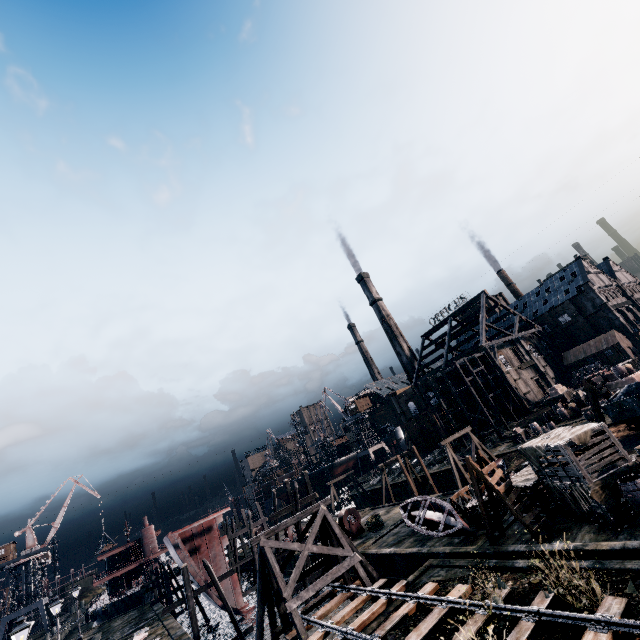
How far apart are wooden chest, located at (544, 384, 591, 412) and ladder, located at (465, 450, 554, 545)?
32.2m

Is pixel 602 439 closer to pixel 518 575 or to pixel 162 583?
pixel 518 575

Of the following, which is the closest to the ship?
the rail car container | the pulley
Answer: the pulley

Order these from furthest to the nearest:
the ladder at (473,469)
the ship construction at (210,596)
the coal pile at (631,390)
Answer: the ship construction at (210,596) → the coal pile at (631,390) → the ladder at (473,469)

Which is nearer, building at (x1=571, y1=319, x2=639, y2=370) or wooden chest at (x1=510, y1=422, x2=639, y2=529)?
wooden chest at (x1=510, y1=422, x2=639, y2=529)

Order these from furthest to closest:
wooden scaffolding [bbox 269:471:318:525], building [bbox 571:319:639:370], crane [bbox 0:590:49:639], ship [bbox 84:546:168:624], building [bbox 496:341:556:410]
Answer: crane [bbox 0:590:49:639], building [bbox 571:319:639:370], building [bbox 496:341:556:410], ship [bbox 84:546:168:624], wooden scaffolding [bbox 269:471:318:525]

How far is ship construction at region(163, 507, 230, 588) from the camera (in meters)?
29.84

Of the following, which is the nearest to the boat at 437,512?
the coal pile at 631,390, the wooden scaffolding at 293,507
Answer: the wooden scaffolding at 293,507
